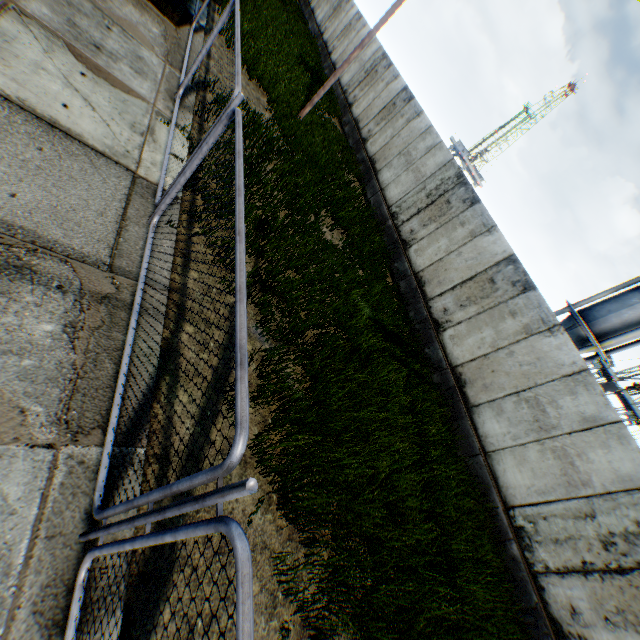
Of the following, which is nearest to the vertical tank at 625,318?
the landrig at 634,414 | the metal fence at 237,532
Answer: the metal fence at 237,532

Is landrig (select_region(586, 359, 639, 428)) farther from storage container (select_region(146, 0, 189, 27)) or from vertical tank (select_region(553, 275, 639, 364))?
storage container (select_region(146, 0, 189, 27))

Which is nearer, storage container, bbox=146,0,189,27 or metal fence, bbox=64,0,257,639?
metal fence, bbox=64,0,257,639

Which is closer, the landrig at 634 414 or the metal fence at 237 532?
the metal fence at 237 532

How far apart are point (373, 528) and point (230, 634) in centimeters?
239cm

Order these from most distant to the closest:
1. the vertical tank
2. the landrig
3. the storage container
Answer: the landrig
the vertical tank
the storage container

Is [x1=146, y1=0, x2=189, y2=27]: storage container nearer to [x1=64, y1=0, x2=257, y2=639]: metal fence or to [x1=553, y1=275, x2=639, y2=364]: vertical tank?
[x1=64, y1=0, x2=257, y2=639]: metal fence

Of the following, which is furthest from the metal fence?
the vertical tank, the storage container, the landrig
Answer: the landrig
